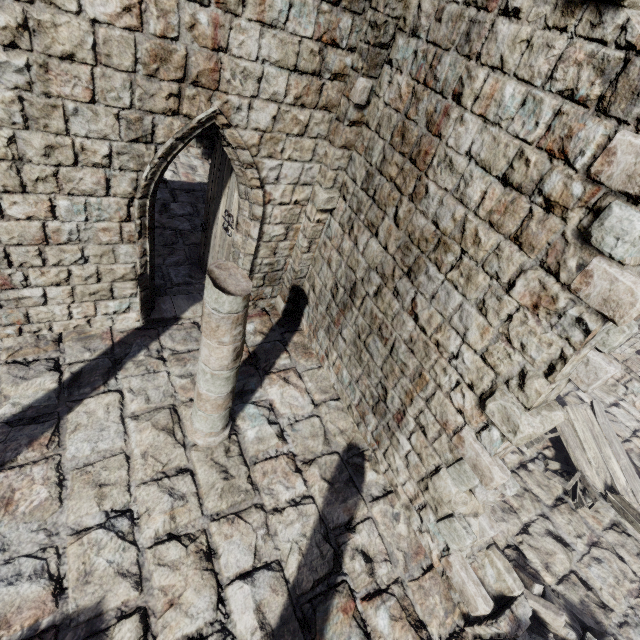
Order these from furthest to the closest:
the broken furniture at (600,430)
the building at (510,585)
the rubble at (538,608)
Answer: the broken furniture at (600,430) < the rubble at (538,608) < the building at (510,585)

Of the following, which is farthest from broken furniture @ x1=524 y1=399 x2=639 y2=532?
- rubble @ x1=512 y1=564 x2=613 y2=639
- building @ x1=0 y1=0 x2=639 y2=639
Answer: rubble @ x1=512 y1=564 x2=613 y2=639

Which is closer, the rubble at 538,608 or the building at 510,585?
the building at 510,585

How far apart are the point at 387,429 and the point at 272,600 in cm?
294

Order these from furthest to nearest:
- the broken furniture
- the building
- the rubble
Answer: the broken furniture, the rubble, the building

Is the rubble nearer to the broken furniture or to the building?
the building

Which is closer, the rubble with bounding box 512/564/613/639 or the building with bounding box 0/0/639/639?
the building with bounding box 0/0/639/639

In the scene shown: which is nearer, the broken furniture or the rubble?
the rubble
